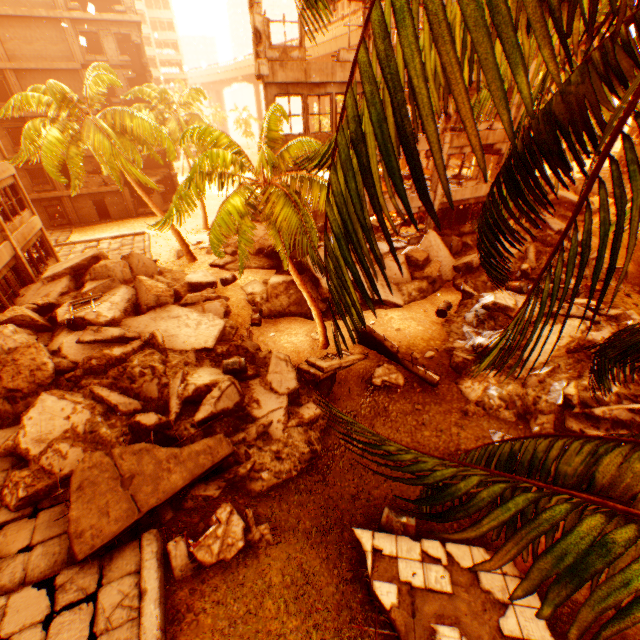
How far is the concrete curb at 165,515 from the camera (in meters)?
7.94

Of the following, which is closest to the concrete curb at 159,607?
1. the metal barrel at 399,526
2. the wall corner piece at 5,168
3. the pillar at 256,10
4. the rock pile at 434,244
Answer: the rock pile at 434,244

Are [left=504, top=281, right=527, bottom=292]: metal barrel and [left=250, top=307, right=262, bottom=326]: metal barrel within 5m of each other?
no

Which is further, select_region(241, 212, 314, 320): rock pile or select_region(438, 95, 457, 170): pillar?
select_region(438, 95, 457, 170): pillar

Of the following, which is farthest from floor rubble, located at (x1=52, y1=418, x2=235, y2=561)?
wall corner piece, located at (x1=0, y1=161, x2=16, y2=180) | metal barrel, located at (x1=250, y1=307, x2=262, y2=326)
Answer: wall corner piece, located at (x1=0, y1=161, x2=16, y2=180)

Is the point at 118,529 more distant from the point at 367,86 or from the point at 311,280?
the point at 311,280

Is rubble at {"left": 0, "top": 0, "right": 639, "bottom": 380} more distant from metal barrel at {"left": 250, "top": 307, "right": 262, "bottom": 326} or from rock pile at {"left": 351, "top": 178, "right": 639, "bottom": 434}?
metal barrel at {"left": 250, "top": 307, "right": 262, "bottom": 326}

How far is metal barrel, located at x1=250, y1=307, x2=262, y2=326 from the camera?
15.8m
